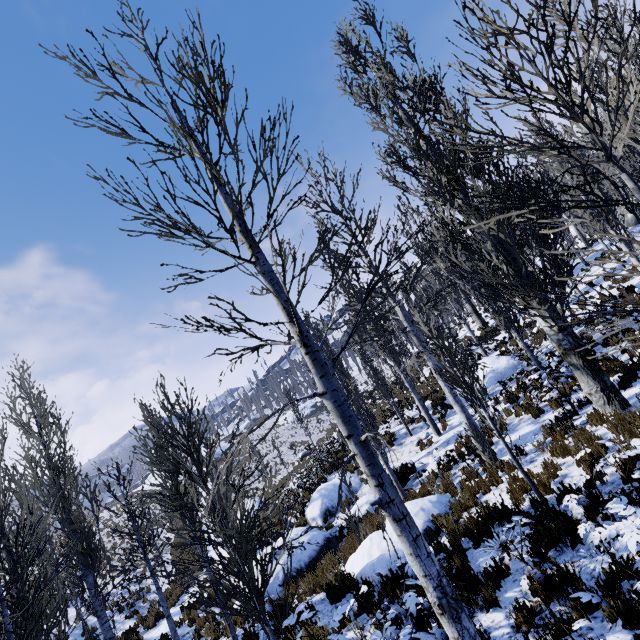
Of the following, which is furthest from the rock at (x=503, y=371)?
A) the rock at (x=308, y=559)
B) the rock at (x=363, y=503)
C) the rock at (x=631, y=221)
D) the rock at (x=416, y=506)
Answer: the rock at (x=631, y=221)

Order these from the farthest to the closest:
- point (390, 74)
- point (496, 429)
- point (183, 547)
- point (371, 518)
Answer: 1. point (183, 547)
2. point (371, 518)
3. point (390, 74)
4. point (496, 429)

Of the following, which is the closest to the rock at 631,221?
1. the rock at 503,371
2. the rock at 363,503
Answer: the rock at 503,371

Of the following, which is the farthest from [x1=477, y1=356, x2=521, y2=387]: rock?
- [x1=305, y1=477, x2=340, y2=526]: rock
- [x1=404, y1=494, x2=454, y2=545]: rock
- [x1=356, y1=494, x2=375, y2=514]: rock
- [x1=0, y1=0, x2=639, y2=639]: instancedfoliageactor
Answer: [x1=404, y1=494, x2=454, y2=545]: rock

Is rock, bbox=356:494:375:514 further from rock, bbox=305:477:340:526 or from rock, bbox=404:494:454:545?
rock, bbox=404:494:454:545

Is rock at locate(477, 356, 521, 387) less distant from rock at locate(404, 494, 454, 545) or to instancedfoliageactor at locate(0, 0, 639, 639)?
instancedfoliageactor at locate(0, 0, 639, 639)

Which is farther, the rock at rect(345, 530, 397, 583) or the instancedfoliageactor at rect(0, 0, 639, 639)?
the rock at rect(345, 530, 397, 583)

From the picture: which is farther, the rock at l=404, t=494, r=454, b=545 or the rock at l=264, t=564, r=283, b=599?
the rock at l=264, t=564, r=283, b=599
